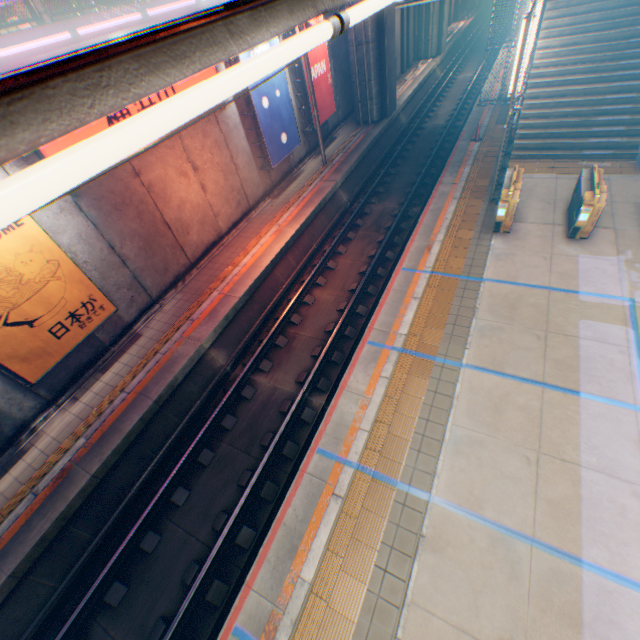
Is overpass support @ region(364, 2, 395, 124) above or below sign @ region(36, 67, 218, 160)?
below

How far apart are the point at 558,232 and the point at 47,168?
12.1m

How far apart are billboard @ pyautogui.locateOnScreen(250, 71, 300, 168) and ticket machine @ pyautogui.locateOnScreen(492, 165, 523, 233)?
9.0m

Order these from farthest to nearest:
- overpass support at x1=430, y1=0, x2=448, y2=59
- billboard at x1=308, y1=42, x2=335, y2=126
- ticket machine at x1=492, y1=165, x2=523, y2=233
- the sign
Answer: overpass support at x1=430, y1=0, x2=448, y2=59 < billboard at x1=308, y1=42, x2=335, y2=126 < ticket machine at x1=492, y1=165, x2=523, y2=233 < the sign

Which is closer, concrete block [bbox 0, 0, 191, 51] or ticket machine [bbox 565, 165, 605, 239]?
concrete block [bbox 0, 0, 191, 51]

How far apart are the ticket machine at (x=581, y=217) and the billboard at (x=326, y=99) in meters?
11.6

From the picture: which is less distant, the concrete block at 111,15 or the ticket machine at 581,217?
the concrete block at 111,15

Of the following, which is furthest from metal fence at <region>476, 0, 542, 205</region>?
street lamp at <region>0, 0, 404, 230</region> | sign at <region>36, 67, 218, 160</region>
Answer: street lamp at <region>0, 0, 404, 230</region>
